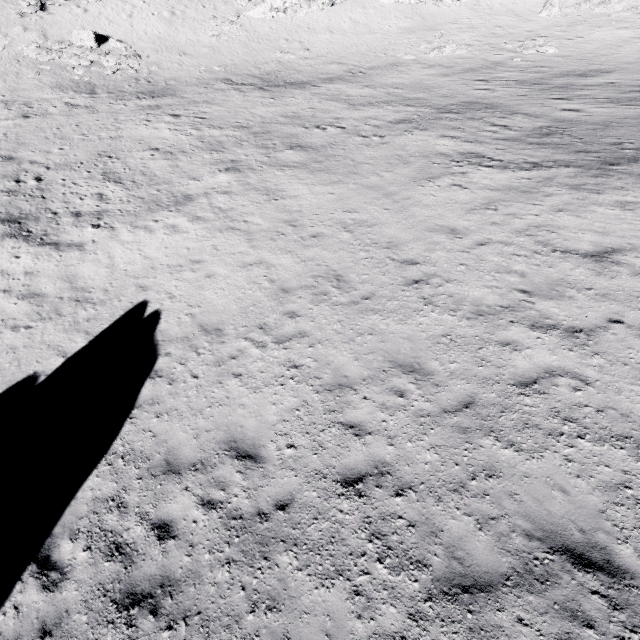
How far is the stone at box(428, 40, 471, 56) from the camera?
31.0 meters

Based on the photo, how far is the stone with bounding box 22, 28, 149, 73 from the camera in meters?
30.0

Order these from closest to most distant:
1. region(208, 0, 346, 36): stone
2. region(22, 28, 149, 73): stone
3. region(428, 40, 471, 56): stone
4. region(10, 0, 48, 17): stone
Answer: region(22, 28, 149, 73): stone < region(428, 40, 471, 56): stone < region(10, 0, 48, 17): stone < region(208, 0, 346, 36): stone

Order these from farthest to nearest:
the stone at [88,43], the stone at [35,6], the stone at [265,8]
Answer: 1. the stone at [265,8]
2. the stone at [35,6]
3. the stone at [88,43]

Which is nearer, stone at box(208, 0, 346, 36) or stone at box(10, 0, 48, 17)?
stone at box(10, 0, 48, 17)

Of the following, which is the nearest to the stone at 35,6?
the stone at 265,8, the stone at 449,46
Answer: the stone at 265,8

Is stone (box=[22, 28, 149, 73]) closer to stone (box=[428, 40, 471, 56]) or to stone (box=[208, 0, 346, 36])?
stone (box=[208, 0, 346, 36])

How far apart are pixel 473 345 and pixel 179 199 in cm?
1441
